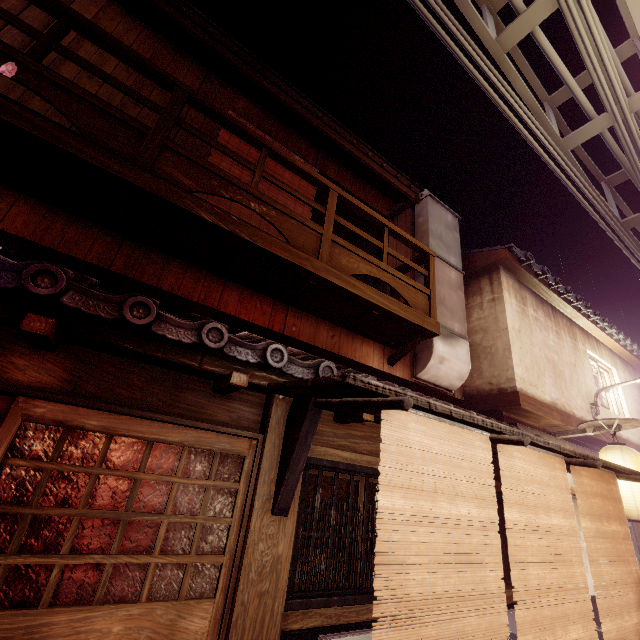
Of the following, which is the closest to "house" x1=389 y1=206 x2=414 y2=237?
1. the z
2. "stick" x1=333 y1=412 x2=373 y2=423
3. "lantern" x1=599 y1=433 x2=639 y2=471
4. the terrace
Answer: the terrace

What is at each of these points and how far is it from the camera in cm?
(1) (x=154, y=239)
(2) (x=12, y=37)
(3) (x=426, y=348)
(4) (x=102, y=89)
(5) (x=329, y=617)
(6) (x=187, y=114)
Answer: (1) terrace, 684
(2) house, 676
(3) vent, 1060
(4) house, 754
(5) wood bar, 500
(6) house, 870

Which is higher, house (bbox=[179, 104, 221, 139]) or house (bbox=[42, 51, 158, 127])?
house (bbox=[179, 104, 221, 139])

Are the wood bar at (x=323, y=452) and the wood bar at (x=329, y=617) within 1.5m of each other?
no

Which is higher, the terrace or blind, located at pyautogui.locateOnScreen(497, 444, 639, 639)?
the terrace

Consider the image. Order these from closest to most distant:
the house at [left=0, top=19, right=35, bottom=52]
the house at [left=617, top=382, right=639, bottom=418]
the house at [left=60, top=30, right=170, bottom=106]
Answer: the house at [left=0, top=19, right=35, bottom=52]
the house at [left=60, top=30, right=170, bottom=106]
the house at [left=617, top=382, right=639, bottom=418]

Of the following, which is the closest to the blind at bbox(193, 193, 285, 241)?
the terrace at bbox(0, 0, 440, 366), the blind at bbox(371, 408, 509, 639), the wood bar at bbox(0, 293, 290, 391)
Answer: the terrace at bbox(0, 0, 440, 366)

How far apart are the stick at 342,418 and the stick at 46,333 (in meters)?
4.60
